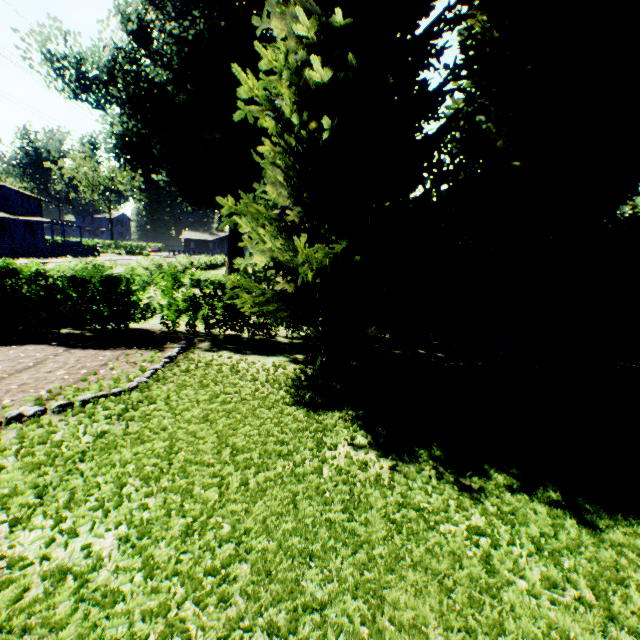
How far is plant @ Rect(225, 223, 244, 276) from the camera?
28.0 meters

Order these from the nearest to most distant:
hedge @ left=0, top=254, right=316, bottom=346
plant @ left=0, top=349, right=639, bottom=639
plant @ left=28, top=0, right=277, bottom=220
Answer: plant @ left=0, top=349, right=639, bottom=639 → hedge @ left=0, top=254, right=316, bottom=346 → plant @ left=28, top=0, right=277, bottom=220

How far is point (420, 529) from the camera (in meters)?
3.03

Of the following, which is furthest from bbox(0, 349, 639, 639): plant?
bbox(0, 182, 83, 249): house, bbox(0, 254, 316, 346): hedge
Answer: bbox(0, 254, 316, 346): hedge

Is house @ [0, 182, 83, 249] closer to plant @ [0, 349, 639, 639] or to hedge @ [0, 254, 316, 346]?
plant @ [0, 349, 639, 639]

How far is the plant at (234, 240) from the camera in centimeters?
2798cm

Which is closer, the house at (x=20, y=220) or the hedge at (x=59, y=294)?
the hedge at (x=59, y=294)
